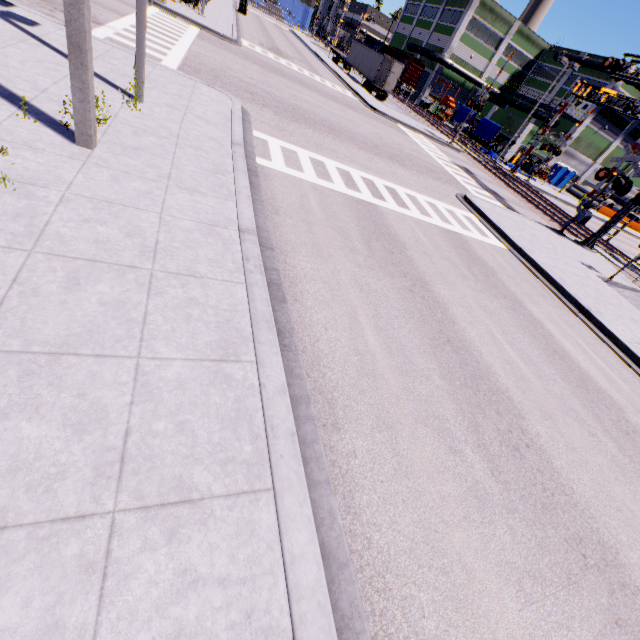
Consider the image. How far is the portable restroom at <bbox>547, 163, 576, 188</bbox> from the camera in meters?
48.2

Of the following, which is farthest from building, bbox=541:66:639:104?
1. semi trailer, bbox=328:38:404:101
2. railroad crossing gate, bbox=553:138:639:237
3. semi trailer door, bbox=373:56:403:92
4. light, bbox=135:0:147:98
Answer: semi trailer door, bbox=373:56:403:92

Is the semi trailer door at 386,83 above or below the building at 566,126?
below

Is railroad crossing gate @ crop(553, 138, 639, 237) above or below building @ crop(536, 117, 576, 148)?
below

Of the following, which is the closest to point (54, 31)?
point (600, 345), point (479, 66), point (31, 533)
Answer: point (31, 533)

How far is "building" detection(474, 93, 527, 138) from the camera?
46.2 meters

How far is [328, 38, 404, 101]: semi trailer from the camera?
36.00m

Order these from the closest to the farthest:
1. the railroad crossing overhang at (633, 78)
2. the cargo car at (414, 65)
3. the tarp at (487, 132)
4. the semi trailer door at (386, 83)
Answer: the railroad crossing overhang at (633, 78)
the semi trailer door at (386, 83)
the tarp at (487, 132)
the cargo car at (414, 65)
